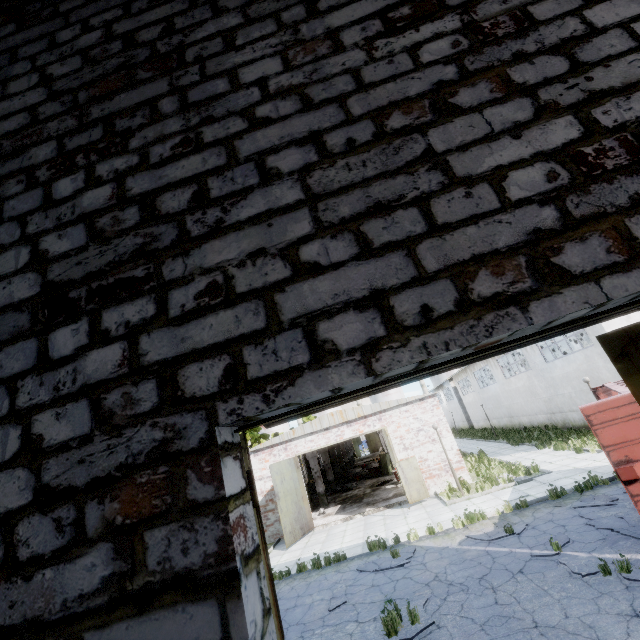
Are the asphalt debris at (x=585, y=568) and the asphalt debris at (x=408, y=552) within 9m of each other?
yes

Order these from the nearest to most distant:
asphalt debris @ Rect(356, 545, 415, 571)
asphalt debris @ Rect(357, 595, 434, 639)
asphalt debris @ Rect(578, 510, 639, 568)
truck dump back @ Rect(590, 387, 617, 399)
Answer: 1. asphalt debris @ Rect(357, 595, 434, 639)
2. asphalt debris @ Rect(578, 510, 639, 568)
3. asphalt debris @ Rect(356, 545, 415, 571)
4. truck dump back @ Rect(590, 387, 617, 399)

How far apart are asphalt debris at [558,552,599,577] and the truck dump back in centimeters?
541cm

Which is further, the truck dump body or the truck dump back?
the truck dump back

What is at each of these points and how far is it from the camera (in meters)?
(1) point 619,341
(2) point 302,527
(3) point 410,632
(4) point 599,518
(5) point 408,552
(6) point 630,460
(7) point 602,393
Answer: (1) door, 2.97
(2) door, 17.06
(3) asphalt debris, 6.64
(4) asphalt debris, 9.09
(5) asphalt debris, 10.76
(6) truck dump body, 7.34
(7) truck dump back, 12.90

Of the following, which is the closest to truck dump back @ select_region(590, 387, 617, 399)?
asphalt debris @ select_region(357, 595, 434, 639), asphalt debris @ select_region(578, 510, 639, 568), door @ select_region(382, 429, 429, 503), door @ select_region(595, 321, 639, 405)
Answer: asphalt debris @ select_region(578, 510, 639, 568)

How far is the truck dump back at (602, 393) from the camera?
12.7 meters

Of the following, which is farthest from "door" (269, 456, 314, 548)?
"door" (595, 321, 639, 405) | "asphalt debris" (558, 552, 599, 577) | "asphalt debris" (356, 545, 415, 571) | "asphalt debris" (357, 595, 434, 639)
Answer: "door" (595, 321, 639, 405)
